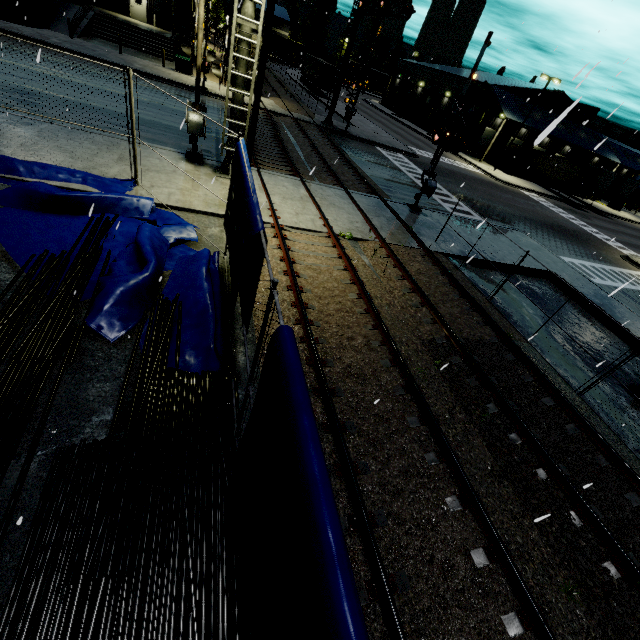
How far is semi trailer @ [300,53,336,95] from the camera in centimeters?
4262cm

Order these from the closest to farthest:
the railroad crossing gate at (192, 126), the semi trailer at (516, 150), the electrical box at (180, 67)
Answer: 1. the railroad crossing gate at (192, 126)
2. the electrical box at (180, 67)
3. the semi trailer at (516, 150)

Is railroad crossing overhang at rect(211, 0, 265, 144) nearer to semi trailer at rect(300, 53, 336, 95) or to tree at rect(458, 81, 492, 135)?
tree at rect(458, 81, 492, 135)

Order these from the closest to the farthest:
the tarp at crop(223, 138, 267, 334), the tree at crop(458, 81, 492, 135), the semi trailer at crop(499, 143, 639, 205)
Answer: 1. the tarp at crop(223, 138, 267, 334)
2. the semi trailer at crop(499, 143, 639, 205)
3. the tree at crop(458, 81, 492, 135)

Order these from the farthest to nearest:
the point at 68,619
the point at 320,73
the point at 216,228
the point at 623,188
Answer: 1. the point at 320,73
2. the point at 623,188
3. the point at 216,228
4. the point at 68,619

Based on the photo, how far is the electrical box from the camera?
26.4m

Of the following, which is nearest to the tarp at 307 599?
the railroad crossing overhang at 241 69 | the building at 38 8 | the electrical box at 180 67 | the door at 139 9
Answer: the building at 38 8

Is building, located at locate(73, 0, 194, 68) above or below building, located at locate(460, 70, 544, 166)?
below
